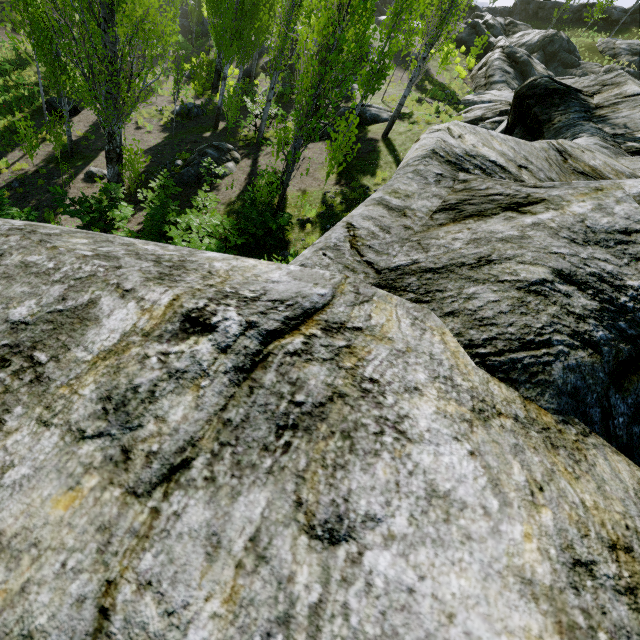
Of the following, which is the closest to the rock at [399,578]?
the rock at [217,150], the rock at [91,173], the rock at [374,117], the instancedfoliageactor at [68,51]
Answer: the instancedfoliageactor at [68,51]

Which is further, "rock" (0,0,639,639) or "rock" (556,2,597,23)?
"rock" (556,2,597,23)

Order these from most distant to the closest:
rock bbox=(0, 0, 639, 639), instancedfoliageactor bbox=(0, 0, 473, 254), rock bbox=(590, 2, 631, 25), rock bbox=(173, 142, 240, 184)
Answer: rock bbox=(590, 2, 631, 25), rock bbox=(173, 142, 240, 184), instancedfoliageactor bbox=(0, 0, 473, 254), rock bbox=(0, 0, 639, 639)

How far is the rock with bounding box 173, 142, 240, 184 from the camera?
13.4 meters

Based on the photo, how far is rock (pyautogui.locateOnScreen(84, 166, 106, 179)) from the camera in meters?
13.7

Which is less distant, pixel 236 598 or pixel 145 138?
pixel 236 598

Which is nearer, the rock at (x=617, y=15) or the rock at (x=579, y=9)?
the rock at (x=617, y=15)

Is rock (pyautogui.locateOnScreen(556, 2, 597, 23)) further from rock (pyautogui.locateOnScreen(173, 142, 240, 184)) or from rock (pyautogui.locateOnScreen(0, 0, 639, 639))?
rock (pyautogui.locateOnScreen(173, 142, 240, 184))
